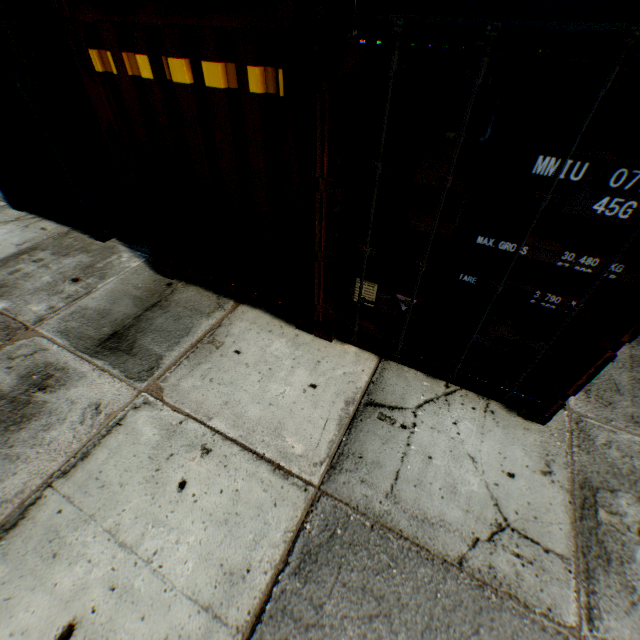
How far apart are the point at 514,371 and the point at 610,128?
2.0 meters
